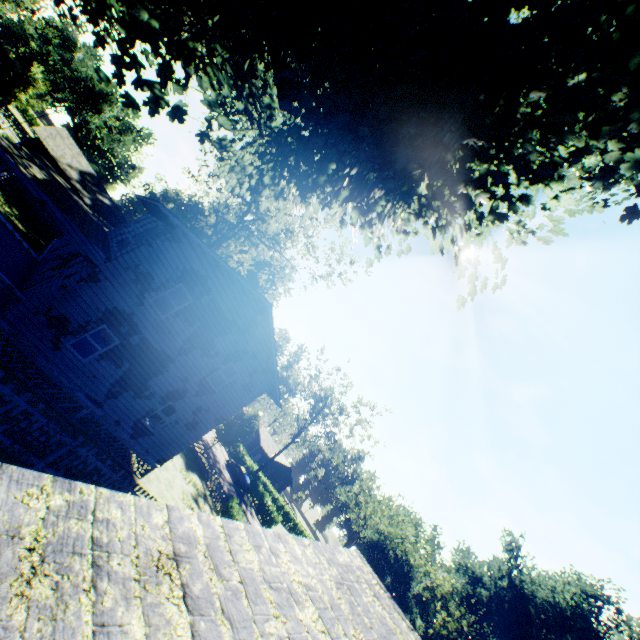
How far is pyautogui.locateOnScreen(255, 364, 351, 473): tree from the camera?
47.97m

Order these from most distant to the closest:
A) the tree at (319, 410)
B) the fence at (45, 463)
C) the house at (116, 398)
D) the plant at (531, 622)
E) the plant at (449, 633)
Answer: the plant at (449, 633) < the tree at (319, 410) < the plant at (531, 622) < the house at (116, 398) < the fence at (45, 463)

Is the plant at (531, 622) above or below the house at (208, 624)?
above

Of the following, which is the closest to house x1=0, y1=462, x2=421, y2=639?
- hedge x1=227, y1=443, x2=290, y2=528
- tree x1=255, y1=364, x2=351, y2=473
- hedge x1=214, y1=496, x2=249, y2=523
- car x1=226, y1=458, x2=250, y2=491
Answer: hedge x1=214, y1=496, x2=249, y2=523

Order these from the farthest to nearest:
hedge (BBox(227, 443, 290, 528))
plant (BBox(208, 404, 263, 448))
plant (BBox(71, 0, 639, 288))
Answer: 1. hedge (BBox(227, 443, 290, 528))
2. plant (BBox(208, 404, 263, 448))
3. plant (BBox(71, 0, 639, 288))

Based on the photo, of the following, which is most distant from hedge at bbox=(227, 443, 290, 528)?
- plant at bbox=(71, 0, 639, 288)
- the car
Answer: plant at bbox=(71, 0, 639, 288)

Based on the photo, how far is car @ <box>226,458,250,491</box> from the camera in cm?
4000

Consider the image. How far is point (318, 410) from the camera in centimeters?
4956cm
